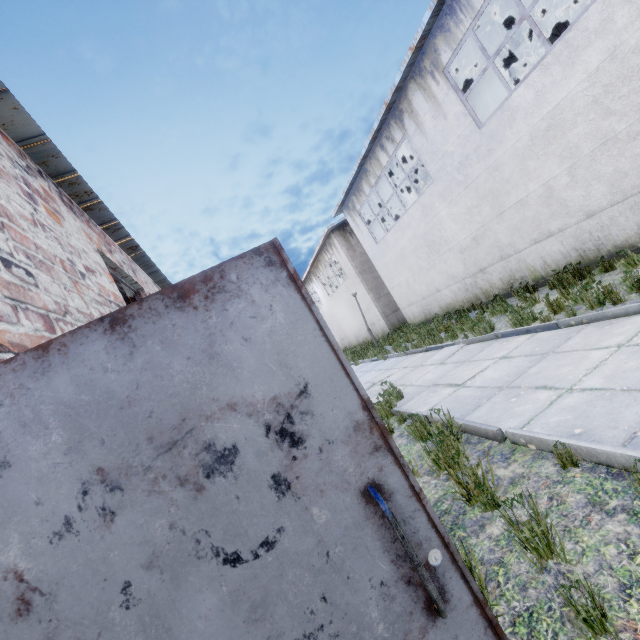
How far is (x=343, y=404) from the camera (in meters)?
1.07
